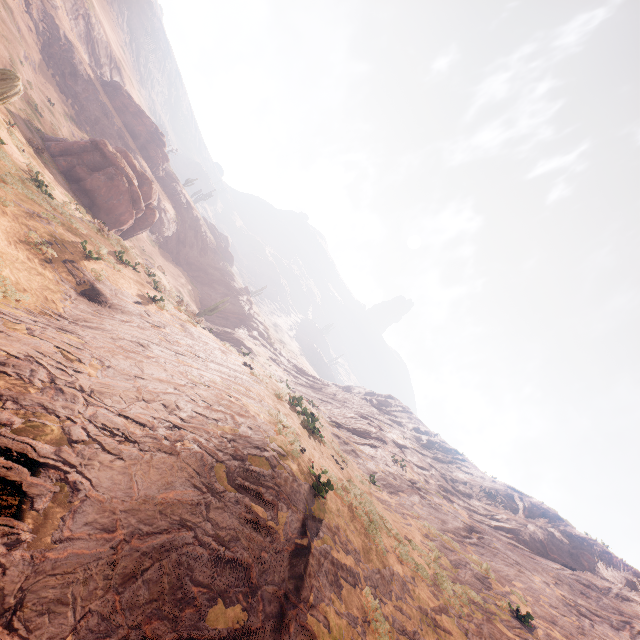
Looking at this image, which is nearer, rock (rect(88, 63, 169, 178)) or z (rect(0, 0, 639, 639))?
z (rect(0, 0, 639, 639))

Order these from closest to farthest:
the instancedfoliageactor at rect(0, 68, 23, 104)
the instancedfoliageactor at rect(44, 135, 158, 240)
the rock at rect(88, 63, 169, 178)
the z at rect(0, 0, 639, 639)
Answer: the instancedfoliageactor at rect(0, 68, 23, 104)
the z at rect(0, 0, 639, 639)
the instancedfoliageactor at rect(44, 135, 158, 240)
the rock at rect(88, 63, 169, 178)

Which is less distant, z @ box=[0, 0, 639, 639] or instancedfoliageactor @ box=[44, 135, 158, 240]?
z @ box=[0, 0, 639, 639]

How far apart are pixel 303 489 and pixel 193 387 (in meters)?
3.39

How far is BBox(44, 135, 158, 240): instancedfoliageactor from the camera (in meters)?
23.56

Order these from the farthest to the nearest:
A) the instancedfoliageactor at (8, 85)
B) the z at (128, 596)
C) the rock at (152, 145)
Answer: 1. the rock at (152, 145)
2. the z at (128, 596)
3. the instancedfoliageactor at (8, 85)

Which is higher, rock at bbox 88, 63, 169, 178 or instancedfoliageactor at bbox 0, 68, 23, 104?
rock at bbox 88, 63, 169, 178

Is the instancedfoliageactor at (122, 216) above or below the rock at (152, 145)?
below
